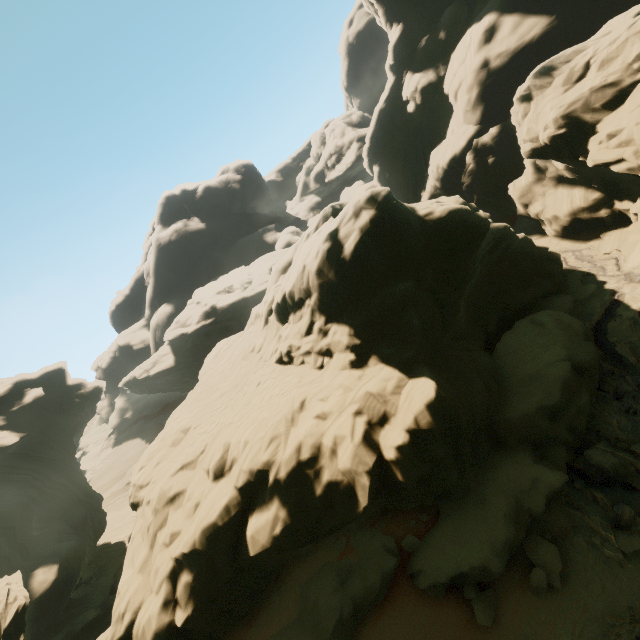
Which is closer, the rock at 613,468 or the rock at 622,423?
the rock at 613,468

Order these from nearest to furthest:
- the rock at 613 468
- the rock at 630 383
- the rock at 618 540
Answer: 1. the rock at 618 540
2. the rock at 613 468
3. the rock at 630 383

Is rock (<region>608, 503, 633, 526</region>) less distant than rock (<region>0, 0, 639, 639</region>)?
Yes

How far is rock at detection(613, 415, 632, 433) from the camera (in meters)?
10.45

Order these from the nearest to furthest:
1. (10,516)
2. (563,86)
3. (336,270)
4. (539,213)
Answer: (336,270) → (563,86) → (10,516) → (539,213)
